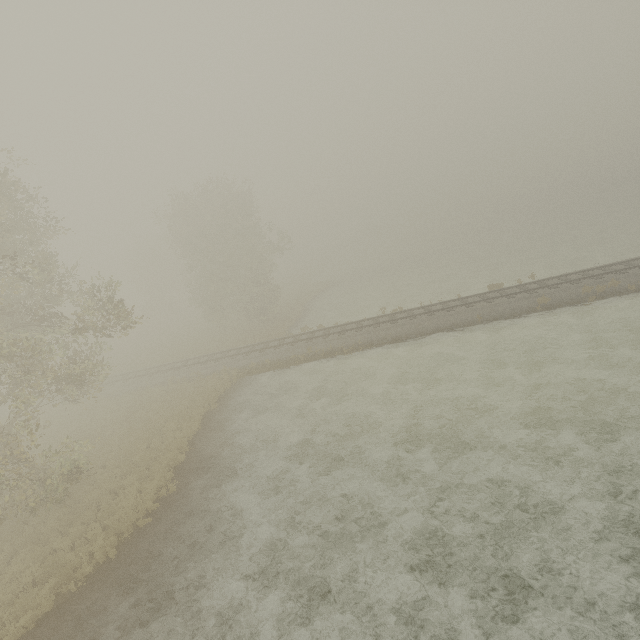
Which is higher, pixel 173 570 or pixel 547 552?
pixel 173 570
